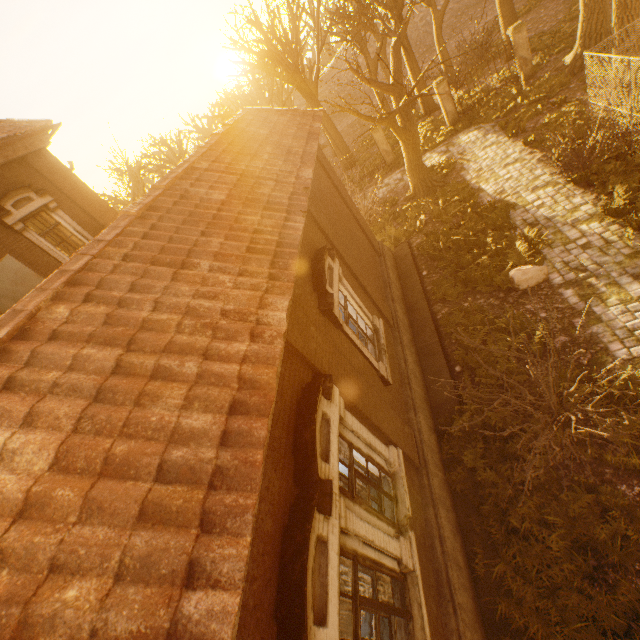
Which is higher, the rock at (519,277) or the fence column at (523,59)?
the fence column at (523,59)

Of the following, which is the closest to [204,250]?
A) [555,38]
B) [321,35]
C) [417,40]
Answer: [555,38]

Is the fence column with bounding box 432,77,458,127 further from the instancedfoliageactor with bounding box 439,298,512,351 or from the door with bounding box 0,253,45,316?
the door with bounding box 0,253,45,316

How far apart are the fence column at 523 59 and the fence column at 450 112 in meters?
3.3 m

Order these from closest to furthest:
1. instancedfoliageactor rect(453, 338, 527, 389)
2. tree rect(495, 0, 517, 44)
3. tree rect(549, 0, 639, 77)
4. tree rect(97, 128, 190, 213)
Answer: instancedfoliageactor rect(453, 338, 527, 389) < tree rect(549, 0, 639, 77) < tree rect(495, 0, 517, 44) < tree rect(97, 128, 190, 213)

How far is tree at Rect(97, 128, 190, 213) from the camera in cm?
2055

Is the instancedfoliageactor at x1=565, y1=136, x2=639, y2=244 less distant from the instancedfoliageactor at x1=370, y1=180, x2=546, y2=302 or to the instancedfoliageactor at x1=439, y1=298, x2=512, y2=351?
the instancedfoliageactor at x1=370, y1=180, x2=546, y2=302

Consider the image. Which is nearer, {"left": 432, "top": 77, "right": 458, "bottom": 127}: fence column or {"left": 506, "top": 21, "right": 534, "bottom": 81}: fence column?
{"left": 506, "top": 21, "right": 534, "bottom": 81}: fence column
